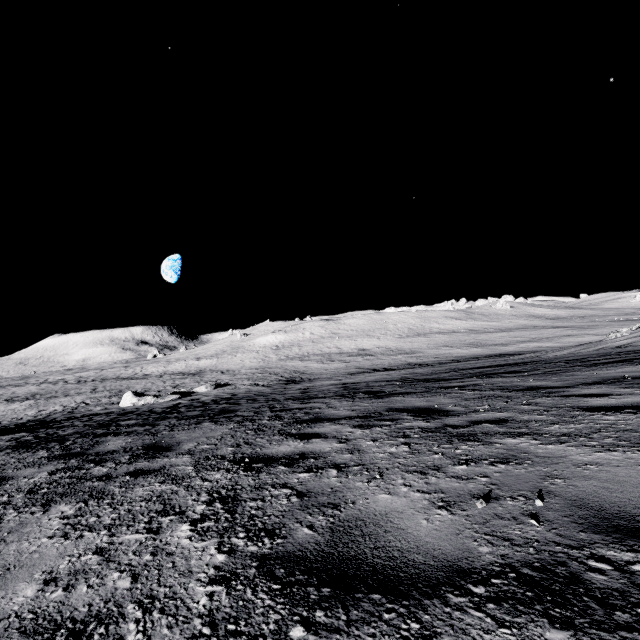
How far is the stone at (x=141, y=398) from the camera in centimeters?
2461cm

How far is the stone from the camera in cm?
2461

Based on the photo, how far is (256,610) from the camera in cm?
131
